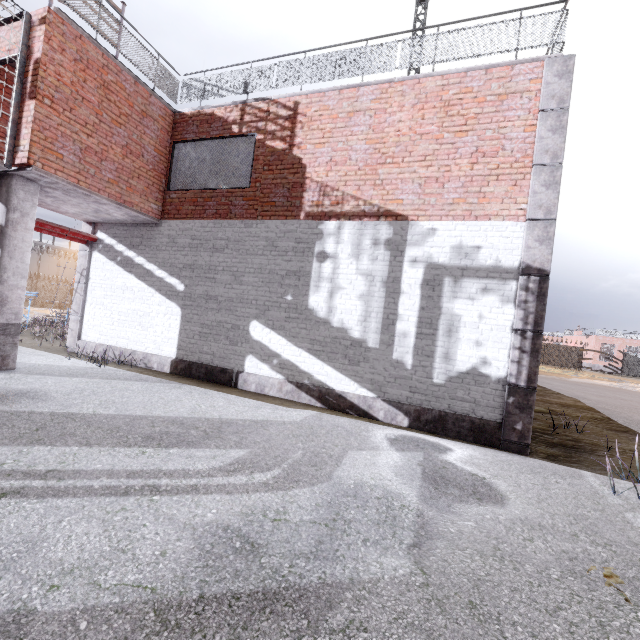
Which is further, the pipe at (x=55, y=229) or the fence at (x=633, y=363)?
the fence at (x=633, y=363)

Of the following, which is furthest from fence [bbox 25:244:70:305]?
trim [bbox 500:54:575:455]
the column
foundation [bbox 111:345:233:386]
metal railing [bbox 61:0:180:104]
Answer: trim [bbox 500:54:575:455]

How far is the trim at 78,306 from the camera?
9.8m

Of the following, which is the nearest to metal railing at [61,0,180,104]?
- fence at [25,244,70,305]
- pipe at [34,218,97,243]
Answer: fence at [25,244,70,305]

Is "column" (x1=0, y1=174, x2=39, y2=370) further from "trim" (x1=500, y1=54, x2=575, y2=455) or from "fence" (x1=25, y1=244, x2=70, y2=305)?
"trim" (x1=500, y1=54, x2=575, y2=455)

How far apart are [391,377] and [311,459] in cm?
291

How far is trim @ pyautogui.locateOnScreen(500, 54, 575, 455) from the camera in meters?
→ 5.7 m

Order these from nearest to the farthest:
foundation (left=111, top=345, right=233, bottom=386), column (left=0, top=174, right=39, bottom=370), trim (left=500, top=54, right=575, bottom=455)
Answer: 1. trim (left=500, top=54, right=575, bottom=455)
2. column (left=0, top=174, right=39, bottom=370)
3. foundation (left=111, top=345, right=233, bottom=386)
